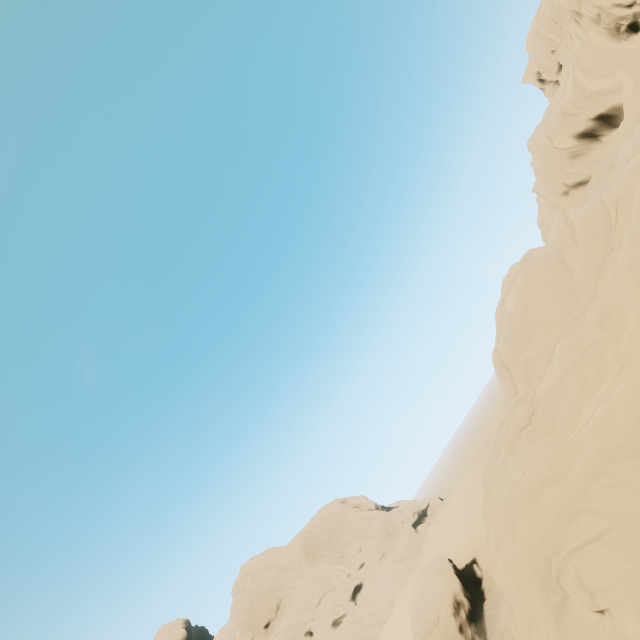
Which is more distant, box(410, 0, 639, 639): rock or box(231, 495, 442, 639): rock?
box(231, 495, 442, 639): rock

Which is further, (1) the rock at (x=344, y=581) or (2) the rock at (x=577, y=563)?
(1) the rock at (x=344, y=581)

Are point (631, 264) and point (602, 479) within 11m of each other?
yes
